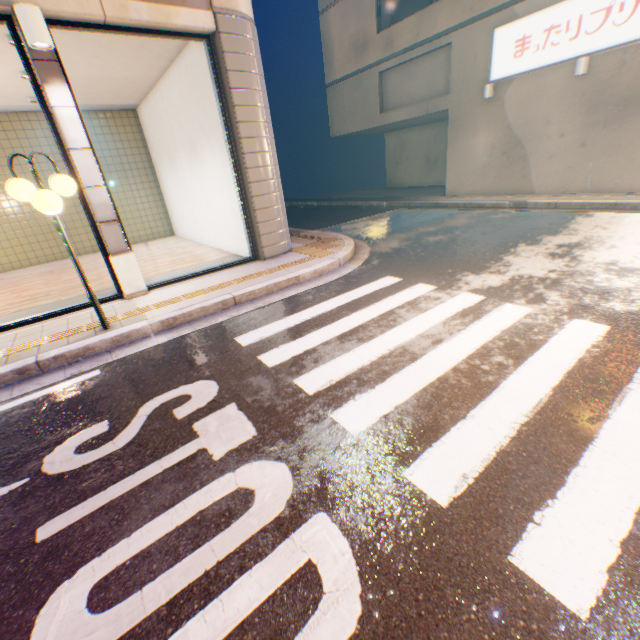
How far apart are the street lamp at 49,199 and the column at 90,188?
0.9m

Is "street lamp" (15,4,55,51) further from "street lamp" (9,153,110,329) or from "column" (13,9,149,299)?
"street lamp" (9,153,110,329)

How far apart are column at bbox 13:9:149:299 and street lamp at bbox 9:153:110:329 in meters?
0.9 m

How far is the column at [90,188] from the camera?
4.69m

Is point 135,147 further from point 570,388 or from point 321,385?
point 570,388

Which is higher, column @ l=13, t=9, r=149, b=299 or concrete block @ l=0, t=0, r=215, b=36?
concrete block @ l=0, t=0, r=215, b=36

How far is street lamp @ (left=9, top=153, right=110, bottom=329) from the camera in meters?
3.7

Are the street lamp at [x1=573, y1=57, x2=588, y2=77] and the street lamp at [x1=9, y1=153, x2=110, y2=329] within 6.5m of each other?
no
